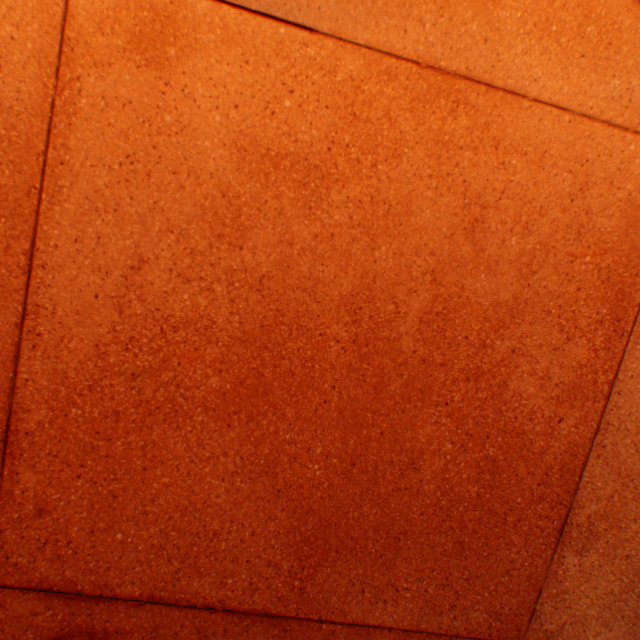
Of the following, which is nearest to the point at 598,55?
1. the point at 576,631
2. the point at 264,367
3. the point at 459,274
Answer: the point at 459,274
